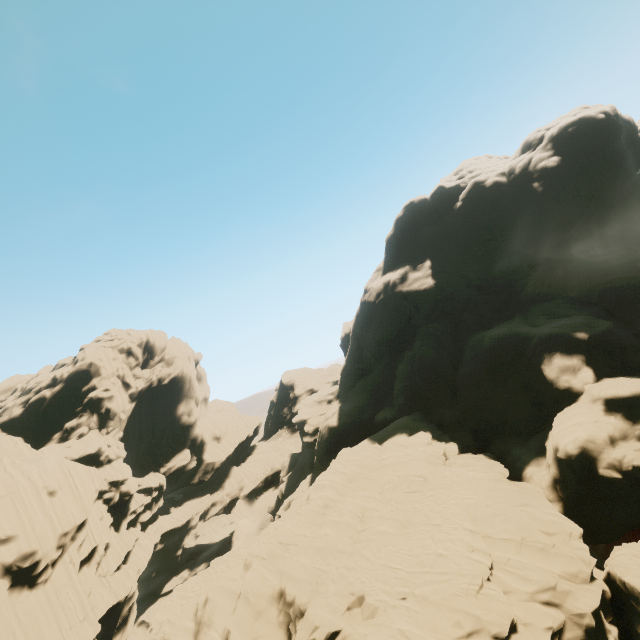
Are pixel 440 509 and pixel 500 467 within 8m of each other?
yes
